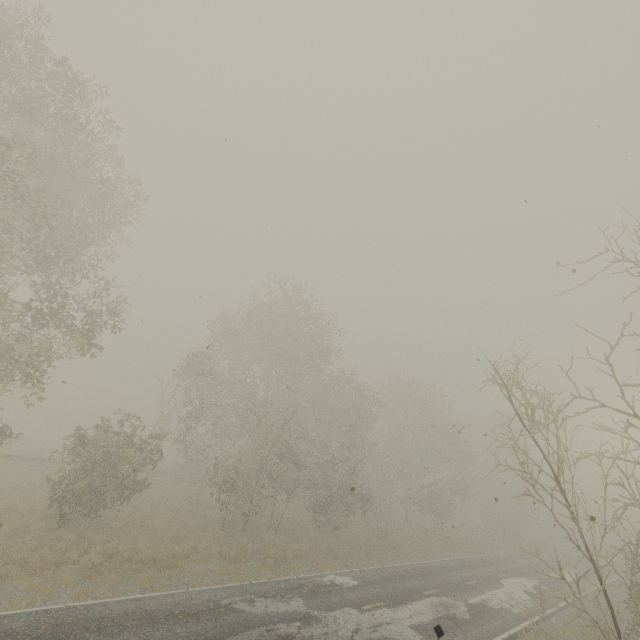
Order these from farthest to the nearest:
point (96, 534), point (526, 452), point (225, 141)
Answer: point (96, 534) < point (526, 452) < point (225, 141)
